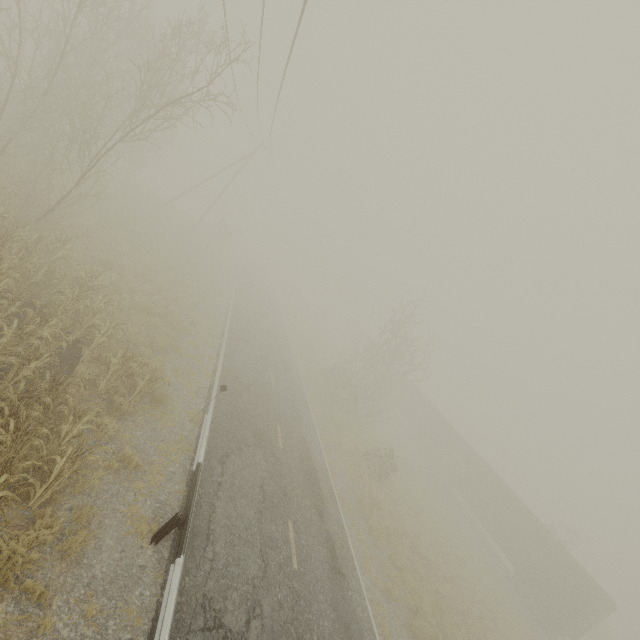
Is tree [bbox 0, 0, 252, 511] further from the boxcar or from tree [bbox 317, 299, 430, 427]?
the boxcar

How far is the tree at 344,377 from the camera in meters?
25.2 m

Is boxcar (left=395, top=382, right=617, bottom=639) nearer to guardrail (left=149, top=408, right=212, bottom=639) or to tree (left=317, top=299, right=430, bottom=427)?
tree (left=317, top=299, right=430, bottom=427)

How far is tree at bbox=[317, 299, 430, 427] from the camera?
25.2m

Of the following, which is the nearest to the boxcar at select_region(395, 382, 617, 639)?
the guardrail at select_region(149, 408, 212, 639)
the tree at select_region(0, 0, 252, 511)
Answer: the guardrail at select_region(149, 408, 212, 639)

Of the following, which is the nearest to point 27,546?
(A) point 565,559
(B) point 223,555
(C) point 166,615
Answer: (C) point 166,615

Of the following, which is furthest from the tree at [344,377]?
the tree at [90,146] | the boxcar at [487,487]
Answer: the tree at [90,146]
